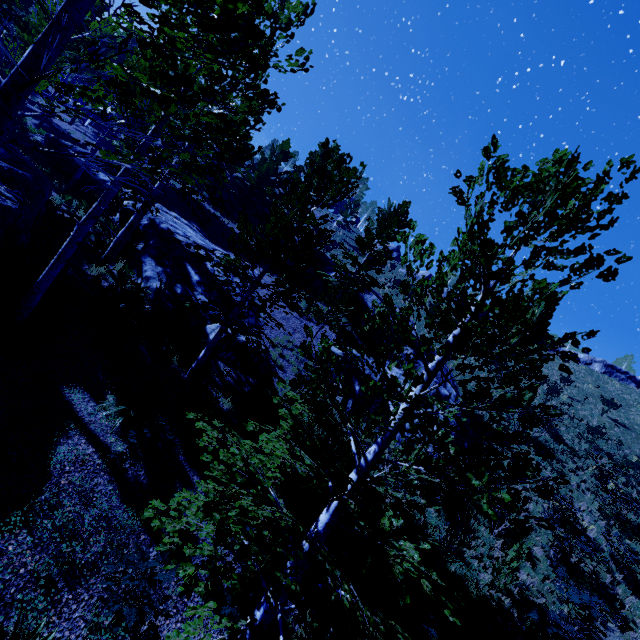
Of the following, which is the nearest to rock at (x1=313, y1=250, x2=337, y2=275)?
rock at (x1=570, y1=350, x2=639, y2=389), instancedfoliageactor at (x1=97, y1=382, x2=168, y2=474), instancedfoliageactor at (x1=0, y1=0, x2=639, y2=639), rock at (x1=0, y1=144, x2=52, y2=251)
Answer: instancedfoliageactor at (x1=0, y1=0, x2=639, y2=639)

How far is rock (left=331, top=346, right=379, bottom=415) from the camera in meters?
15.1 m

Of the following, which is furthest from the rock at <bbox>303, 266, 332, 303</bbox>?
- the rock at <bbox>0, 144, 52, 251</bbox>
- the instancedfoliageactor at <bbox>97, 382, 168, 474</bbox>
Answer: the rock at <bbox>0, 144, 52, 251</bbox>

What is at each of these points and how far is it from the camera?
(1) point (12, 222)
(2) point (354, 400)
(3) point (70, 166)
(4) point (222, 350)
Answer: (1) rock, 7.1 meters
(2) rock, 15.2 meters
(3) rock, 19.6 meters
(4) rock, 12.4 meters

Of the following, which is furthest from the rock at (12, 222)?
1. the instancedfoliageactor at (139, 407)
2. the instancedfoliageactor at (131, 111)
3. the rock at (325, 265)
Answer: the rock at (325, 265)

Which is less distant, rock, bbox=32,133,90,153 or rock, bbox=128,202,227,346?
rock, bbox=128,202,227,346

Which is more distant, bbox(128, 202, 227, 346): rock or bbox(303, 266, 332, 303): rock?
bbox(303, 266, 332, 303): rock

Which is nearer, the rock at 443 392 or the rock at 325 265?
the rock at 443 392
